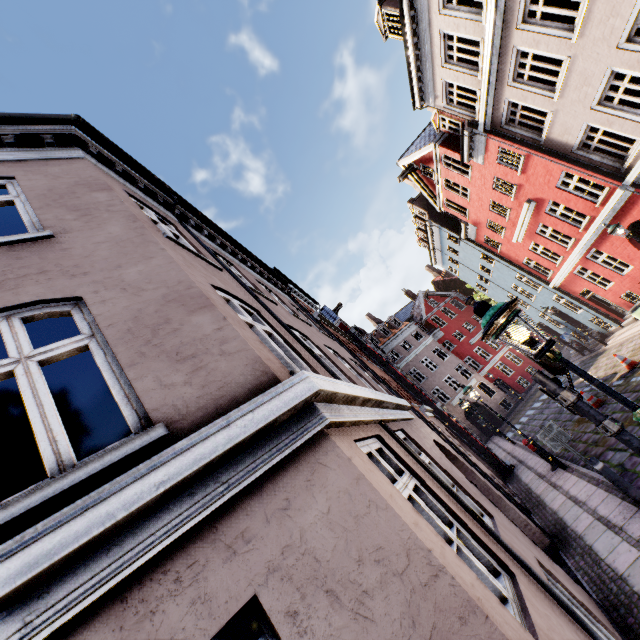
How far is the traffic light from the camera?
4.0m

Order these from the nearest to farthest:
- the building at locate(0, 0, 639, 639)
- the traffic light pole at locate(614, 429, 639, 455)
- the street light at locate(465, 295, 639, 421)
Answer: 1. the building at locate(0, 0, 639, 639)
2. the street light at locate(465, 295, 639, 421)
3. the traffic light pole at locate(614, 429, 639, 455)

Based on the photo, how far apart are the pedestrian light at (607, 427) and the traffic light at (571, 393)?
0.1m

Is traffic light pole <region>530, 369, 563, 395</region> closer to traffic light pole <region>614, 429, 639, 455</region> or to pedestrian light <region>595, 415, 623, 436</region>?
pedestrian light <region>595, 415, 623, 436</region>

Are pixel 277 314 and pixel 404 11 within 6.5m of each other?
no

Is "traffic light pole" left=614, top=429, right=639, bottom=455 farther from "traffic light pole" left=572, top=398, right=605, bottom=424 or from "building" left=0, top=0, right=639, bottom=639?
"building" left=0, top=0, right=639, bottom=639

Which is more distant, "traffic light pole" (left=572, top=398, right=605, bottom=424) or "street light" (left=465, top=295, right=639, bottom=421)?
"traffic light pole" (left=572, top=398, right=605, bottom=424)

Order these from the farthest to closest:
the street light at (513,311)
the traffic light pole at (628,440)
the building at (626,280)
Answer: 1. the traffic light pole at (628,440)
2. the street light at (513,311)
3. the building at (626,280)
